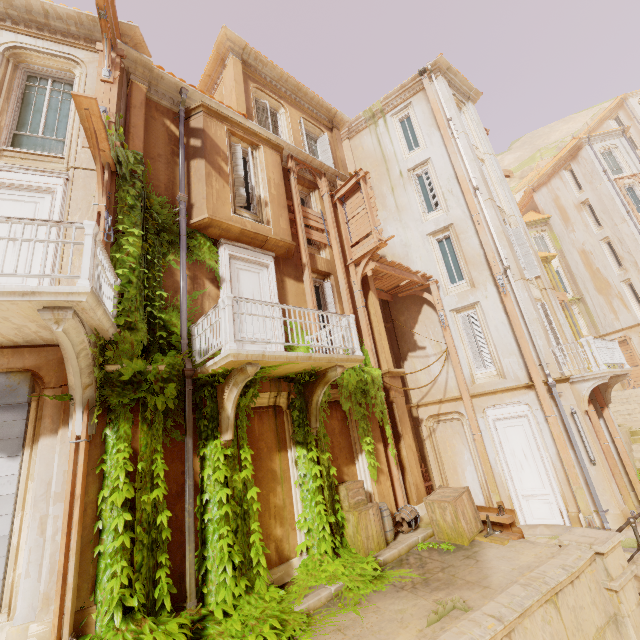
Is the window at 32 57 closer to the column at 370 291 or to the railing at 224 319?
the railing at 224 319

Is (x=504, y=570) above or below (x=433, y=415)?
below

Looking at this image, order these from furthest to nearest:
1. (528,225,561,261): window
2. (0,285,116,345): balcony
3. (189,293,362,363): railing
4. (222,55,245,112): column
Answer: (528,225,561,261): window < (222,55,245,112): column < (189,293,362,363): railing < (0,285,116,345): balcony

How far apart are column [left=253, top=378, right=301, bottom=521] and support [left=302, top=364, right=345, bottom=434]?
Answer: 0.21m

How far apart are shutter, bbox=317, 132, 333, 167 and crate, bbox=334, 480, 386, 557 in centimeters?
1206cm

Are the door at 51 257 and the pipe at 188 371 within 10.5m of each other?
yes

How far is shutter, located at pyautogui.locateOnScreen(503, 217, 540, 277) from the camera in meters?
13.5 m

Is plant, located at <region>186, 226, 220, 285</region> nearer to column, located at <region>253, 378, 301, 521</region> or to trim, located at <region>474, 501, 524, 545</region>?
column, located at <region>253, 378, 301, 521</region>
